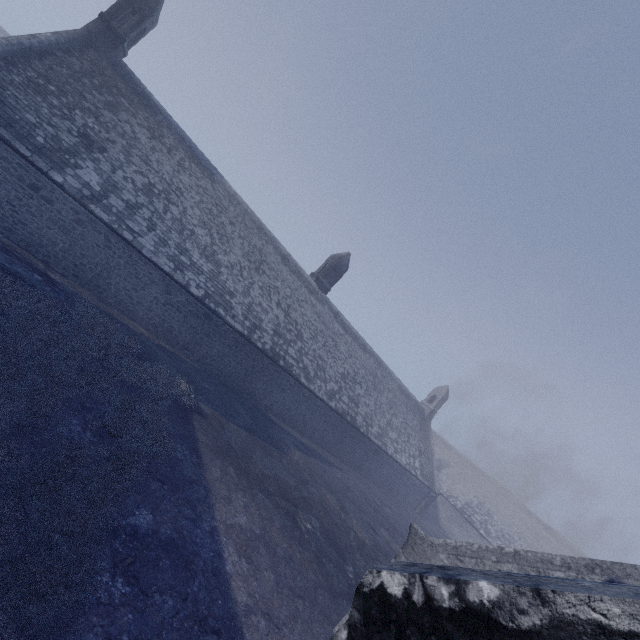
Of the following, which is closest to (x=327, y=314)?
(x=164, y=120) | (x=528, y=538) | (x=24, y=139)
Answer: (x=164, y=120)
